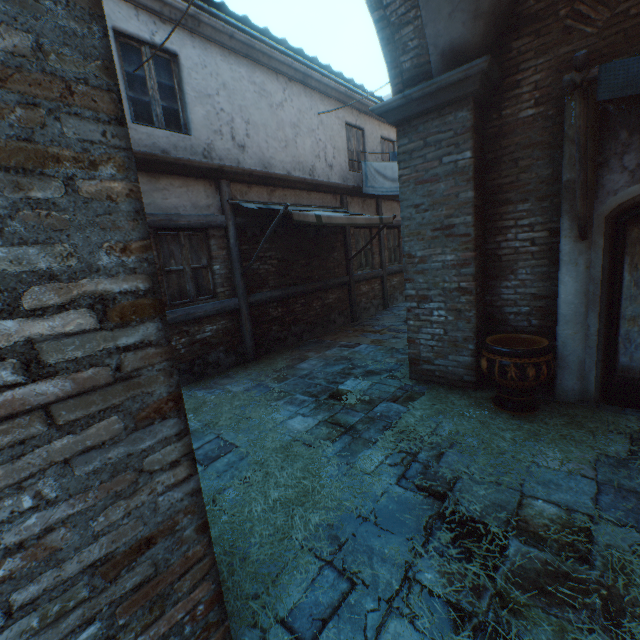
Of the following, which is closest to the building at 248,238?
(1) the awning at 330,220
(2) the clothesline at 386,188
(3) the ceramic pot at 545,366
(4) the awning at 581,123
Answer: (1) the awning at 330,220

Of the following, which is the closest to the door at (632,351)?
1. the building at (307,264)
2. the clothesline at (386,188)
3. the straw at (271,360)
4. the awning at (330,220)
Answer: the straw at (271,360)

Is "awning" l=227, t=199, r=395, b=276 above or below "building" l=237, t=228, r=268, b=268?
above

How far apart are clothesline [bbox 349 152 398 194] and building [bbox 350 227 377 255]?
1.0 meters

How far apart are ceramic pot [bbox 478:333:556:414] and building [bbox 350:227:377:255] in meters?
5.9

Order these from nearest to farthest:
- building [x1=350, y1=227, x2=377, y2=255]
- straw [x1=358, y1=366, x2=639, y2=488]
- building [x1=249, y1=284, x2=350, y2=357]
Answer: straw [x1=358, y1=366, x2=639, y2=488]
building [x1=249, y1=284, x2=350, y2=357]
building [x1=350, y1=227, x2=377, y2=255]

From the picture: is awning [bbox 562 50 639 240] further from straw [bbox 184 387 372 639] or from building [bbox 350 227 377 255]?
building [bbox 350 227 377 255]

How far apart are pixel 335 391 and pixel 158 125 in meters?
5.4 m
